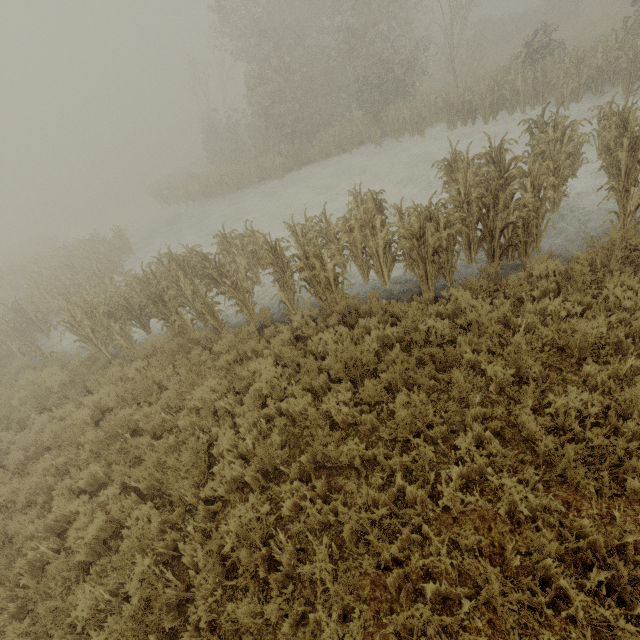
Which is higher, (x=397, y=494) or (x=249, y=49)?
(x=249, y=49)
